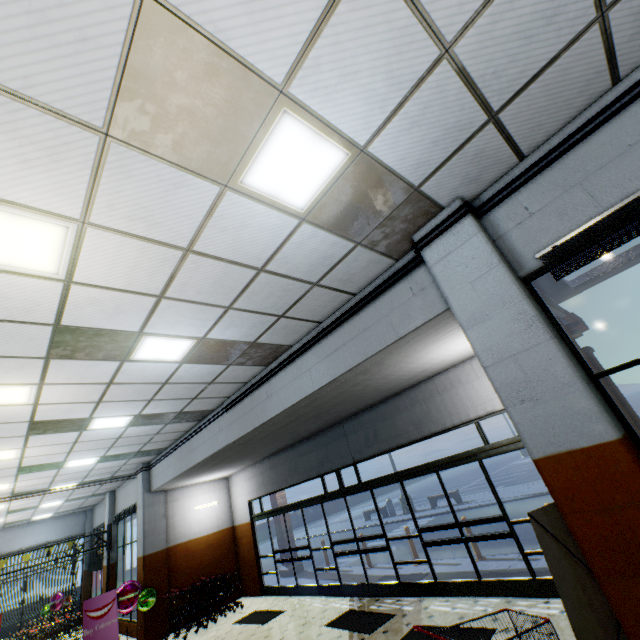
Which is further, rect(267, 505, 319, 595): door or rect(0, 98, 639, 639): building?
rect(267, 505, 319, 595): door

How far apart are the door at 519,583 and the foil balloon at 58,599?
17.5m

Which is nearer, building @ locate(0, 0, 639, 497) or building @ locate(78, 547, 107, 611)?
building @ locate(0, 0, 639, 497)

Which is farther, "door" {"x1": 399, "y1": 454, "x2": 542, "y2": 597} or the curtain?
the curtain

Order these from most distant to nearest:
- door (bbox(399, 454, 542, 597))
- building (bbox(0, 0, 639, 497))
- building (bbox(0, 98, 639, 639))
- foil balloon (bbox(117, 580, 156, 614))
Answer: foil balloon (bbox(117, 580, 156, 614)) → door (bbox(399, 454, 542, 597)) → building (bbox(0, 98, 639, 639)) → building (bbox(0, 0, 639, 497))

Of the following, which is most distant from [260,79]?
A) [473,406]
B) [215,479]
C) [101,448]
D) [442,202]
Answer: [215,479]

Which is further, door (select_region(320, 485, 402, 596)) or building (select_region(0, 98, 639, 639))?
door (select_region(320, 485, 402, 596))

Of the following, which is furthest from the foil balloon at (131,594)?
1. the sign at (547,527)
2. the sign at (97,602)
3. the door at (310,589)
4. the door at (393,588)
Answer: the sign at (547,527)
